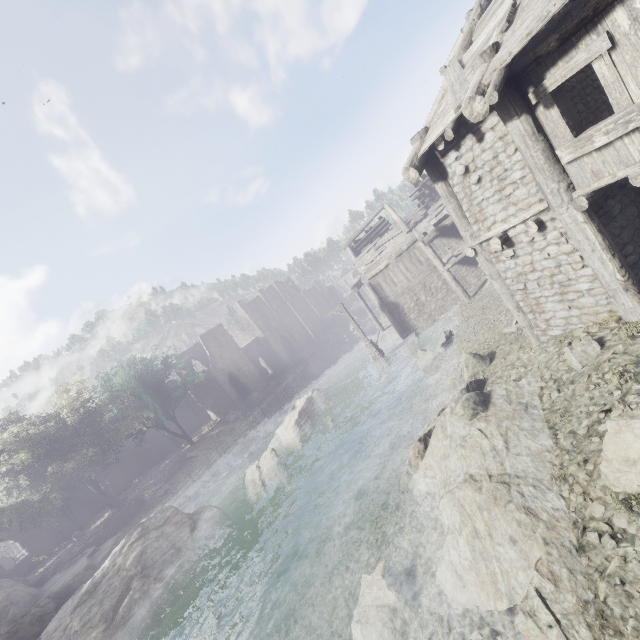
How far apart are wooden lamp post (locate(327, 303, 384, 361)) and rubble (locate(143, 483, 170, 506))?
19.8 meters

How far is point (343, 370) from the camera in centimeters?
3256cm

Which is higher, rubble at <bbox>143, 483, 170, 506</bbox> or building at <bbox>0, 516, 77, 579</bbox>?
building at <bbox>0, 516, 77, 579</bbox>

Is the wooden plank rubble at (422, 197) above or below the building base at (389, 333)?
above

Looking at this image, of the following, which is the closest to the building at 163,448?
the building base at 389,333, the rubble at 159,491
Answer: the building base at 389,333

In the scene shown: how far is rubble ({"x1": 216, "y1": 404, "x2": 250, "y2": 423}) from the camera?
37.10m

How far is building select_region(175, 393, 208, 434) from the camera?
47.5 meters

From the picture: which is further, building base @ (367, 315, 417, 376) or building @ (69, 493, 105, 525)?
building @ (69, 493, 105, 525)
